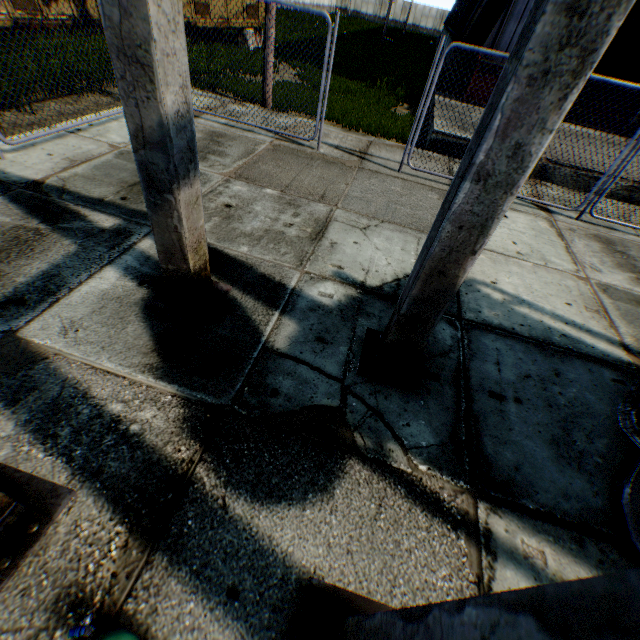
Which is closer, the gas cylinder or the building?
the gas cylinder

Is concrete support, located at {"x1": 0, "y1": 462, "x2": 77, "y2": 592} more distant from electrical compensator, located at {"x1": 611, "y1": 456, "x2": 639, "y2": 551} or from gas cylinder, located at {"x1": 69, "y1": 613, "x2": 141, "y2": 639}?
electrical compensator, located at {"x1": 611, "y1": 456, "x2": 639, "y2": 551}

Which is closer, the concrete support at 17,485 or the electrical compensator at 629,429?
the concrete support at 17,485

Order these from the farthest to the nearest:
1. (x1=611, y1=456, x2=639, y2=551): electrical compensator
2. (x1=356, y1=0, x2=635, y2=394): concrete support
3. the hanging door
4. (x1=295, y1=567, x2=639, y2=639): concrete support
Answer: the hanging door < (x1=611, y1=456, x2=639, y2=551): electrical compensator < (x1=356, y1=0, x2=635, y2=394): concrete support < (x1=295, y1=567, x2=639, y2=639): concrete support

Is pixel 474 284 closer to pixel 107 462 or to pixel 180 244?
pixel 180 244

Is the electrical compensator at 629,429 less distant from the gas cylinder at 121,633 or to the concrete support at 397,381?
the concrete support at 397,381

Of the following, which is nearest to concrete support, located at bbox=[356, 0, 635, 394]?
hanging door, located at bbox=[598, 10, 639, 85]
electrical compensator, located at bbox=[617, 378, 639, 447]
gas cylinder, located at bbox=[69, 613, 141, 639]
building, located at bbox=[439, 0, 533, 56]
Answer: gas cylinder, located at bbox=[69, 613, 141, 639]

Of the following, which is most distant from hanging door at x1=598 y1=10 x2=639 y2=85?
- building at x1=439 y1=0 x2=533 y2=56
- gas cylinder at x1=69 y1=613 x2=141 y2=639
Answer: gas cylinder at x1=69 y1=613 x2=141 y2=639
